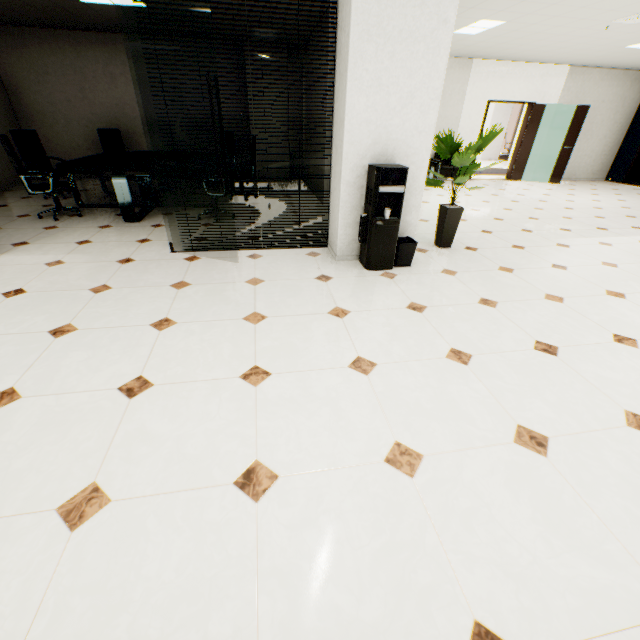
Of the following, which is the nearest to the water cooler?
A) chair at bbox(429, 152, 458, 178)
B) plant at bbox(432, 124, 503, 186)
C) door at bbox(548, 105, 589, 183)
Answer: plant at bbox(432, 124, 503, 186)

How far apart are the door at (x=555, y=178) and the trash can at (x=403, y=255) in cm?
931

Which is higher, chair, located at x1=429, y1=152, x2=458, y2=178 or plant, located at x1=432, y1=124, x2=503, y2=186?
plant, located at x1=432, y1=124, x2=503, y2=186

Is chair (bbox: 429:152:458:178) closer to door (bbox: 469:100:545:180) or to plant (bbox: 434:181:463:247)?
door (bbox: 469:100:545:180)

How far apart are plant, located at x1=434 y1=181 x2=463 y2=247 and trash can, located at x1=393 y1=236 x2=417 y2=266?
0.74m

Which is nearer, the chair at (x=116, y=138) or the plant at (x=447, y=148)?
the plant at (x=447, y=148)

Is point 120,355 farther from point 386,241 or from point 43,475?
point 386,241

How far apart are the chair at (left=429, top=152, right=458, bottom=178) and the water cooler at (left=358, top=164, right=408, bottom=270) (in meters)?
6.62
